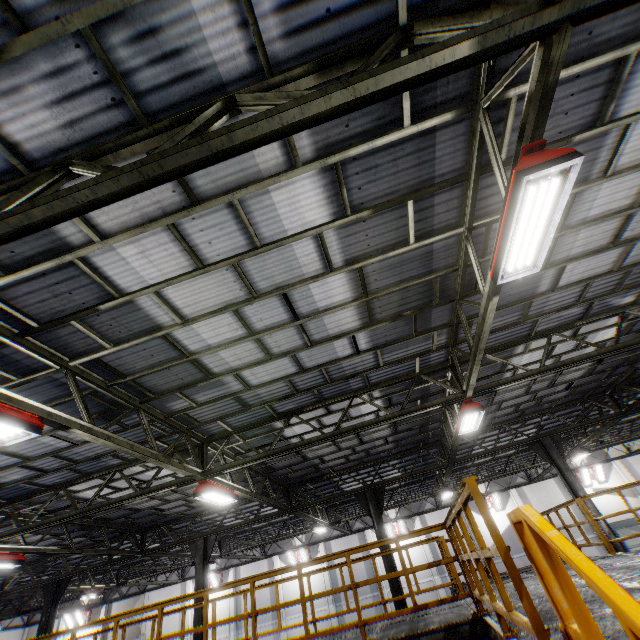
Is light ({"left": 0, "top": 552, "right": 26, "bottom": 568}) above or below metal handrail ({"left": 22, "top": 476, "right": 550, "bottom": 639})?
above

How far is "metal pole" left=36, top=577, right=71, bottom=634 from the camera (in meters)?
14.47

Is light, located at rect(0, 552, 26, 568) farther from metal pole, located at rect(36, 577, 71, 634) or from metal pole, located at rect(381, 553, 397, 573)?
metal pole, located at rect(381, 553, 397, 573)

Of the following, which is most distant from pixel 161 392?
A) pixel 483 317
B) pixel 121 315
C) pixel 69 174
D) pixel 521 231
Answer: pixel 521 231

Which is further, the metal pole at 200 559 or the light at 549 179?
the metal pole at 200 559

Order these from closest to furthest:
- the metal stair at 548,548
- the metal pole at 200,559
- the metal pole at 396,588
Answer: the metal stair at 548,548 < the metal pole at 396,588 < the metal pole at 200,559

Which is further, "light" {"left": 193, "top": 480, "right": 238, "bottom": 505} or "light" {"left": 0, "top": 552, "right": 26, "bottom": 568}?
"light" {"left": 0, "top": 552, "right": 26, "bottom": 568}

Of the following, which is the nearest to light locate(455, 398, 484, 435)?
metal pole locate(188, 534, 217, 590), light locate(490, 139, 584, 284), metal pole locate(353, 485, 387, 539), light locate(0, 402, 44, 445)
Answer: light locate(490, 139, 584, 284)
